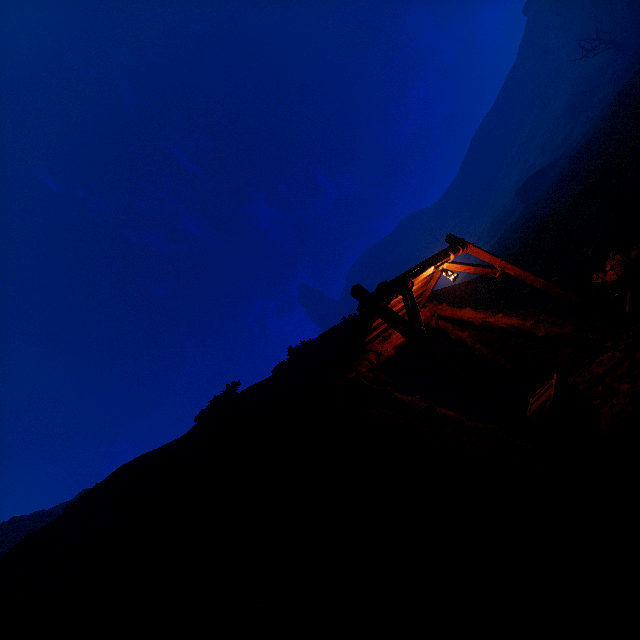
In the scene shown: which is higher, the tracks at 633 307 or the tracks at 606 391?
the tracks at 633 307

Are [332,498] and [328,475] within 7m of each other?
yes

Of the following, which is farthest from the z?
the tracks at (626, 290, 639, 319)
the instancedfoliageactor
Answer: the instancedfoliageactor

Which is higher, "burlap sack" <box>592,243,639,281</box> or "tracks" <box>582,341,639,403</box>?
"burlap sack" <box>592,243,639,281</box>

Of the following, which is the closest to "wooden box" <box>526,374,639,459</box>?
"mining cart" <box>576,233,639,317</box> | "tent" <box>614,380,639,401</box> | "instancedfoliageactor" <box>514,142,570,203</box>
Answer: "tent" <box>614,380,639,401</box>

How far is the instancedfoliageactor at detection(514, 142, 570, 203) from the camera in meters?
44.2 m

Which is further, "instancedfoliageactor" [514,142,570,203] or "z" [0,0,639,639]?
"instancedfoliageactor" [514,142,570,203]

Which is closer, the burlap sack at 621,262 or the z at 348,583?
the z at 348,583
